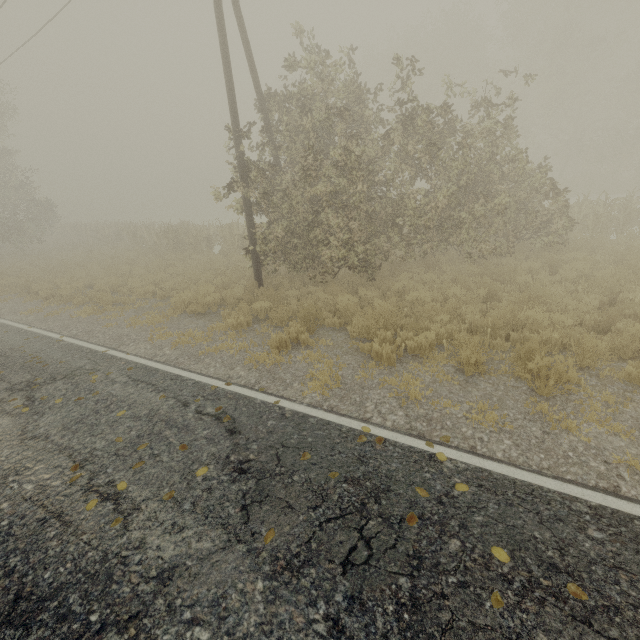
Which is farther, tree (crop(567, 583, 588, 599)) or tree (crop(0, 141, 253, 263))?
tree (crop(0, 141, 253, 263))

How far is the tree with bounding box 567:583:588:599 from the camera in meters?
2.7

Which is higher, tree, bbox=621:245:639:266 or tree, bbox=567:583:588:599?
tree, bbox=621:245:639:266

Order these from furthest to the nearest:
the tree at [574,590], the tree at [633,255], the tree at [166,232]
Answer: the tree at [166,232] → the tree at [633,255] → the tree at [574,590]

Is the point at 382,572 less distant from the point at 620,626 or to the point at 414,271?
the point at 620,626

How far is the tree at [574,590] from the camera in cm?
266
